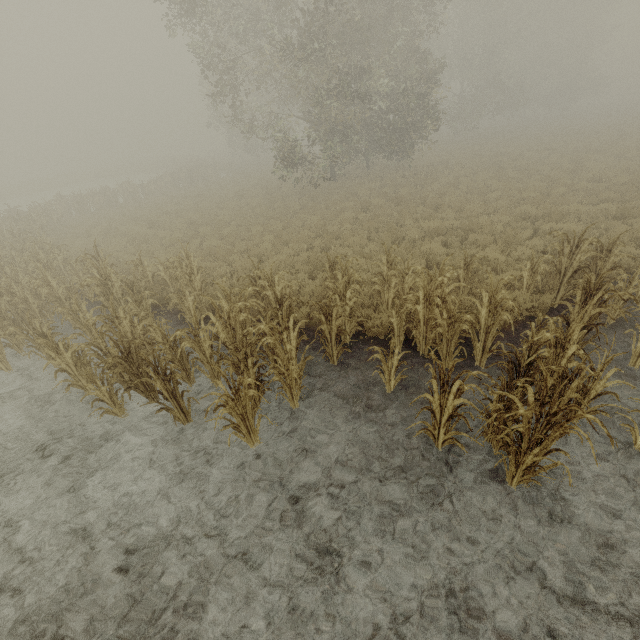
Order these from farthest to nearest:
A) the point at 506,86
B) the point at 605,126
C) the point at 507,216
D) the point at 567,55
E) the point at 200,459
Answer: the point at 567,55, the point at 506,86, the point at 605,126, the point at 507,216, the point at 200,459

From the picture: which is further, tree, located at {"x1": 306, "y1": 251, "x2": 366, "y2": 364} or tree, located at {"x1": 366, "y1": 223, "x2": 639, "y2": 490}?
tree, located at {"x1": 306, "y1": 251, "x2": 366, "y2": 364}

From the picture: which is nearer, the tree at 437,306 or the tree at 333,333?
the tree at 437,306

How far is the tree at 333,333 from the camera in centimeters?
631cm

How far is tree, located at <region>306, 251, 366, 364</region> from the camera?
6.3m
